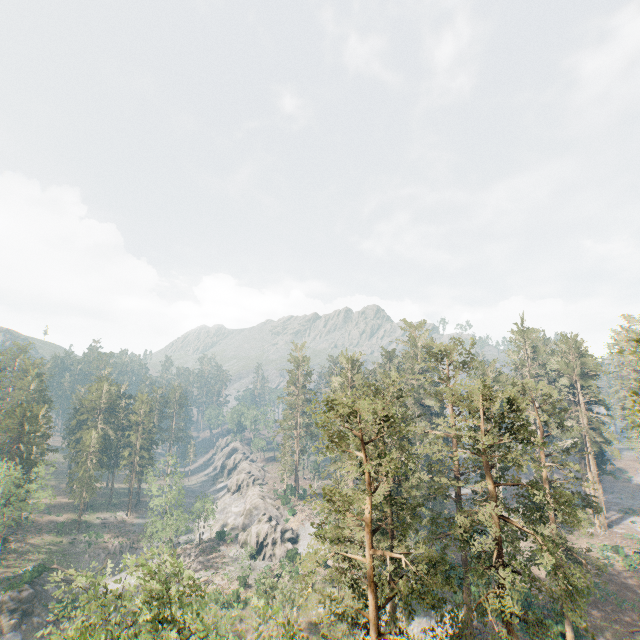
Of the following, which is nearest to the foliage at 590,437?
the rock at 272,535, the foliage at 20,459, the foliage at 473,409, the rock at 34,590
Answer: the foliage at 20,459

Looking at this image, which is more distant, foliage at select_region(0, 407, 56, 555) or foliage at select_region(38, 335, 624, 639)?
foliage at select_region(0, 407, 56, 555)

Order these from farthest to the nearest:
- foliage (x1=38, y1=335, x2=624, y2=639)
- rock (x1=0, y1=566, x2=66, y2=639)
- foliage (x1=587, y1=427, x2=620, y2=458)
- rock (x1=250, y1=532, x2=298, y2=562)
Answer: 1. rock (x1=250, y1=532, x2=298, y2=562)
2. foliage (x1=587, y1=427, x2=620, y2=458)
3. rock (x1=0, y1=566, x2=66, y2=639)
4. foliage (x1=38, y1=335, x2=624, y2=639)

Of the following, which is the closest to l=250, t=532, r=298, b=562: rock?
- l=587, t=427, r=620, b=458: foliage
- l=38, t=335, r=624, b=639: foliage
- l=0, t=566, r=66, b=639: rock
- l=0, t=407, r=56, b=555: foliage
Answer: l=0, t=566, r=66, b=639: rock

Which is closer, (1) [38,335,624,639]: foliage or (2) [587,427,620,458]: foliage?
(1) [38,335,624,639]: foliage

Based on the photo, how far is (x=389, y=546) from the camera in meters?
41.1

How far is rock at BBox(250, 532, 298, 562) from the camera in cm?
5800
